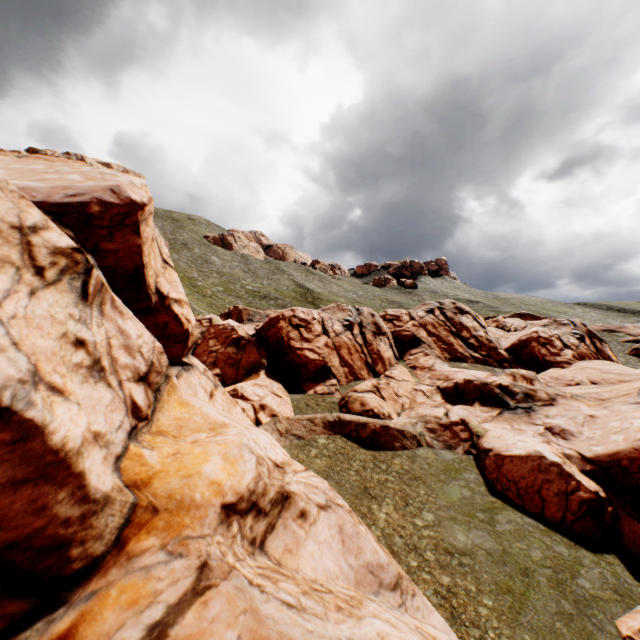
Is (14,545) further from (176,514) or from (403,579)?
(403,579)

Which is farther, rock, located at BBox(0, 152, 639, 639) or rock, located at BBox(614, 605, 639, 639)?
rock, located at BBox(614, 605, 639, 639)

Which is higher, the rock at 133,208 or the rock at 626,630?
the rock at 133,208

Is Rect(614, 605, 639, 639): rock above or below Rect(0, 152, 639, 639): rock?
below

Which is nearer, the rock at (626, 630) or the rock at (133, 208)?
the rock at (133, 208)
